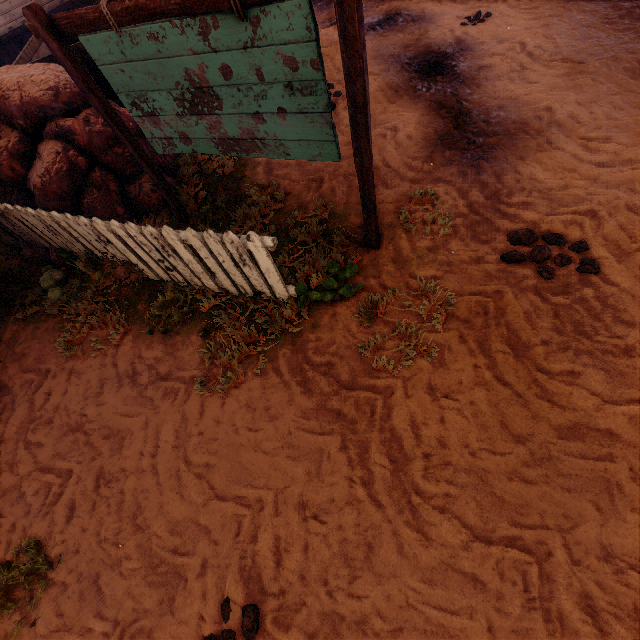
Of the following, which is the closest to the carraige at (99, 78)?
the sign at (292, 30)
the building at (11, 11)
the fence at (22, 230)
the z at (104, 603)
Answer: the z at (104, 603)

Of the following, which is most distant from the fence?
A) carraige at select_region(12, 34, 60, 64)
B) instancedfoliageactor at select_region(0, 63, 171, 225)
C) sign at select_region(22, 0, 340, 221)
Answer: carraige at select_region(12, 34, 60, 64)

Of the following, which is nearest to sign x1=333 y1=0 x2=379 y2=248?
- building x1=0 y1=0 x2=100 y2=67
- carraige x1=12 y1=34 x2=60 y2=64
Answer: carraige x1=12 y1=34 x2=60 y2=64

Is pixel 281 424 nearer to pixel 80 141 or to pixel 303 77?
pixel 303 77

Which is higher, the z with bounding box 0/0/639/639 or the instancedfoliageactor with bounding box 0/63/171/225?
the instancedfoliageactor with bounding box 0/63/171/225

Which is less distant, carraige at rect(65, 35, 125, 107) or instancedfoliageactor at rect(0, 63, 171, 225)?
instancedfoliageactor at rect(0, 63, 171, 225)

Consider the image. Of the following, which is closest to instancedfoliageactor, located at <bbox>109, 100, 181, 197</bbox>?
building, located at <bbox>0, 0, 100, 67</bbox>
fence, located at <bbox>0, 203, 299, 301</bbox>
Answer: fence, located at <bbox>0, 203, 299, 301</bbox>

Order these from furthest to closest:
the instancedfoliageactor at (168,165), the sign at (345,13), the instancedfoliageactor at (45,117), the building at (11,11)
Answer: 1. the building at (11,11)
2. the instancedfoliageactor at (168,165)
3. the instancedfoliageactor at (45,117)
4. the sign at (345,13)
